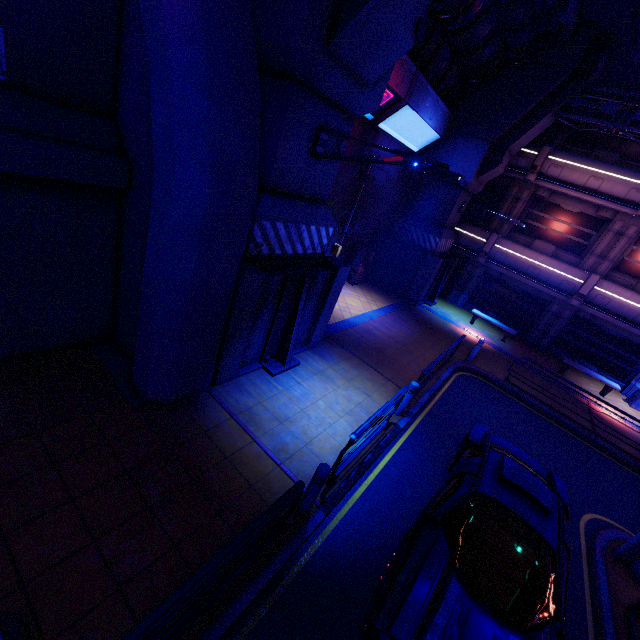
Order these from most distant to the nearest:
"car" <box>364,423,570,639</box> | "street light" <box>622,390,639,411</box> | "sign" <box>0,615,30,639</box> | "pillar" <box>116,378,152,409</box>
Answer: "street light" <box>622,390,639,411</box>, "pillar" <box>116,378,152,409</box>, "car" <box>364,423,570,639</box>, "sign" <box>0,615,30,639</box>

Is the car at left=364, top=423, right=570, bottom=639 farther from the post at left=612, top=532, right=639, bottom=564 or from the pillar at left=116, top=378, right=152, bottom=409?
the pillar at left=116, top=378, right=152, bottom=409

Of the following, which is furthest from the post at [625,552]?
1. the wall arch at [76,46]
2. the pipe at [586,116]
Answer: the pipe at [586,116]

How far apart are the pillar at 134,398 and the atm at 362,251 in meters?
11.7 m

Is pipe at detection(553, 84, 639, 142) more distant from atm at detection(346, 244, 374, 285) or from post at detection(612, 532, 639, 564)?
post at detection(612, 532, 639, 564)

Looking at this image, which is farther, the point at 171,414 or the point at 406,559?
the point at 171,414

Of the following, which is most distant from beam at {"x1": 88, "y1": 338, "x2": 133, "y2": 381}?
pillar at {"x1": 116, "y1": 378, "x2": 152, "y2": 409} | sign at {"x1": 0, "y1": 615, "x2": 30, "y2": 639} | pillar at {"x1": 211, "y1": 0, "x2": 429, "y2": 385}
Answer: sign at {"x1": 0, "y1": 615, "x2": 30, "y2": 639}

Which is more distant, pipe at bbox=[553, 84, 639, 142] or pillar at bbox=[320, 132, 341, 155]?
pipe at bbox=[553, 84, 639, 142]
